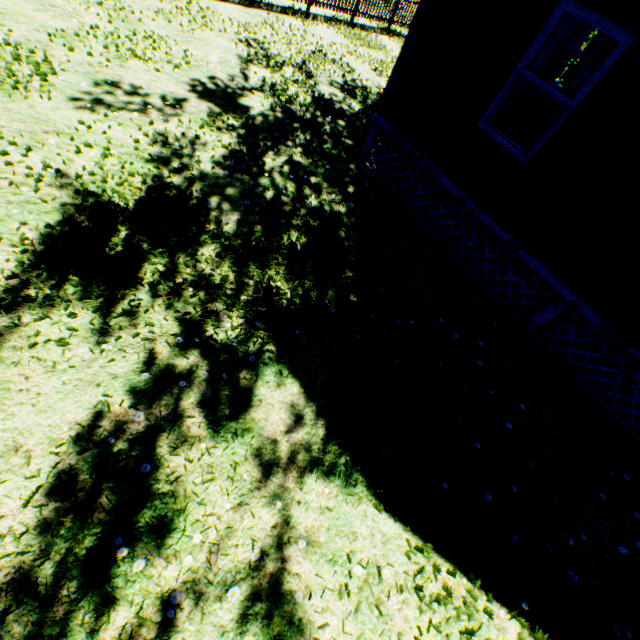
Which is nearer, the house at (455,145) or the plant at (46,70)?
the house at (455,145)

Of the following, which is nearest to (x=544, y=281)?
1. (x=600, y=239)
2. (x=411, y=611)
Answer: (x=600, y=239)

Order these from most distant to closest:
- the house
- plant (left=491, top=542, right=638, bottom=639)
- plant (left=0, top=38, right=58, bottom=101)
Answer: plant (left=0, top=38, right=58, bottom=101), the house, plant (left=491, top=542, right=638, bottom=639)

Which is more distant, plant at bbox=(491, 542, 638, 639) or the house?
the house

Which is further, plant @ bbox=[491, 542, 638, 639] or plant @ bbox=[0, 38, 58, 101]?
plant @ bbox=[0, 38, 58, 101]

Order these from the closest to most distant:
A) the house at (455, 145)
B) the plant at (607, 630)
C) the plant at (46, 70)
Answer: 1. the plant at (607, 630)
2. the house at (455, 145)
3. the plant at (46, 70)

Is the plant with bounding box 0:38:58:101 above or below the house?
below
